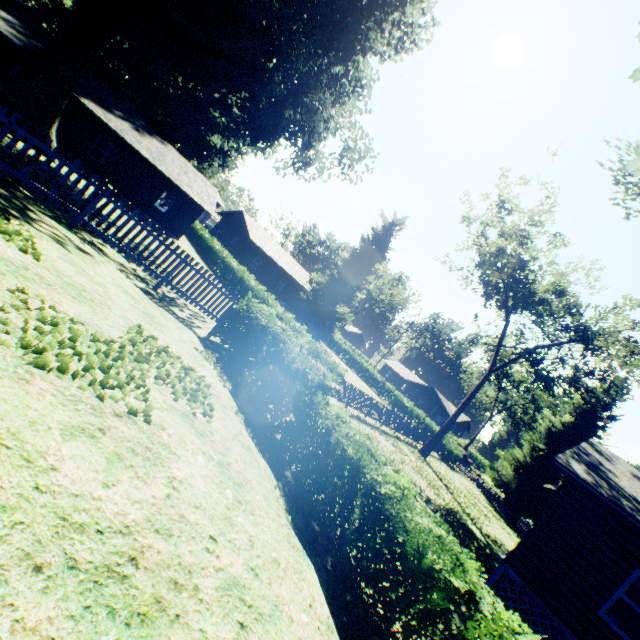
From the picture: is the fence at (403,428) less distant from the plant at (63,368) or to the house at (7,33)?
the plant at (63,368)

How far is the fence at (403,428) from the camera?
17.8 meters

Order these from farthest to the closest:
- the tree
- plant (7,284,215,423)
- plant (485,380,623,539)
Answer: plant (485,380,623,539) → the tree → plant (7,284,215,423)

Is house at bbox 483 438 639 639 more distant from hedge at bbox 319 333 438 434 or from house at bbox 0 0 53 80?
house at bbox 0 0 53 80

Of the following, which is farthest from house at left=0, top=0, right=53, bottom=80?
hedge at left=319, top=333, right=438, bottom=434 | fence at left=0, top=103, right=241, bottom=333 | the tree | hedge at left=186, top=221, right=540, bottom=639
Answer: the tree

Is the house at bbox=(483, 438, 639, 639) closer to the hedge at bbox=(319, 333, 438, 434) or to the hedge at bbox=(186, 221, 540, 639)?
the hedge at bbox=(186, 221, 540, 639)

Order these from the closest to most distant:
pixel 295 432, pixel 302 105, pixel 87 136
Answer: pixel 295 432
pixel 302 105
pixel 87 136

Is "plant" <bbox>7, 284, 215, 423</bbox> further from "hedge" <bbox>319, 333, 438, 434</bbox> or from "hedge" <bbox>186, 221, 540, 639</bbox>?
"hedge" <bbox>186, 221, 540, 639</bbox>
